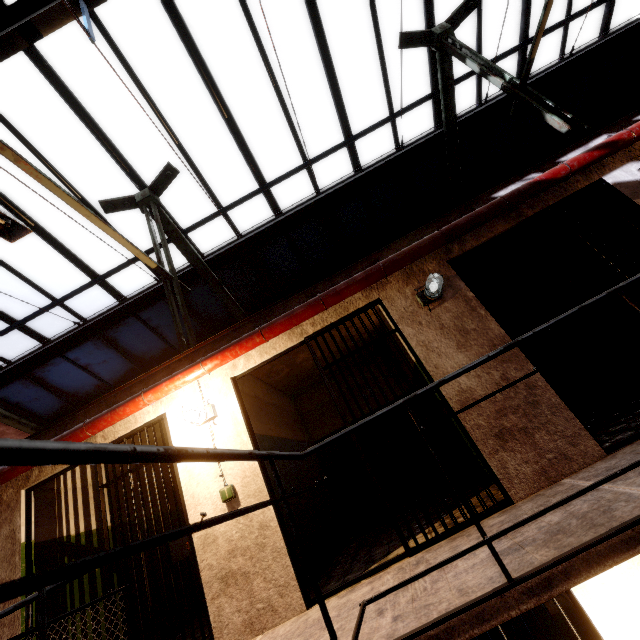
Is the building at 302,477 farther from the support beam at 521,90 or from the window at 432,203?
the window at 432,203

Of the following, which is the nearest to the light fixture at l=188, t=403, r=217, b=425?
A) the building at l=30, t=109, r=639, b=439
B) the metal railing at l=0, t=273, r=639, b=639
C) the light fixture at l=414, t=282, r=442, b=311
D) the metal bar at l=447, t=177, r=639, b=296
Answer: the building at l=30, t=109, r=639, b=439

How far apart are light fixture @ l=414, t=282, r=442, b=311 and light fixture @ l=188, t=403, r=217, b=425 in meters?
2.8

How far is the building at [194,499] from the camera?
3.4 meters

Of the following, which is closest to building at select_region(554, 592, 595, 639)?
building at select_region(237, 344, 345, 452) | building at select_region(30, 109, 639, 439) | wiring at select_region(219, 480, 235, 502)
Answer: building at select_region(237, 344, 345, 452)

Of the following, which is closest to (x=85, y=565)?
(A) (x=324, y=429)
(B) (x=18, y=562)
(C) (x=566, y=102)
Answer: (B) (x=18, y=562)

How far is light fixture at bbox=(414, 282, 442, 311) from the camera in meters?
3.6 m

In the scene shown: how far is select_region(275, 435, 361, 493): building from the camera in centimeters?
457cm
